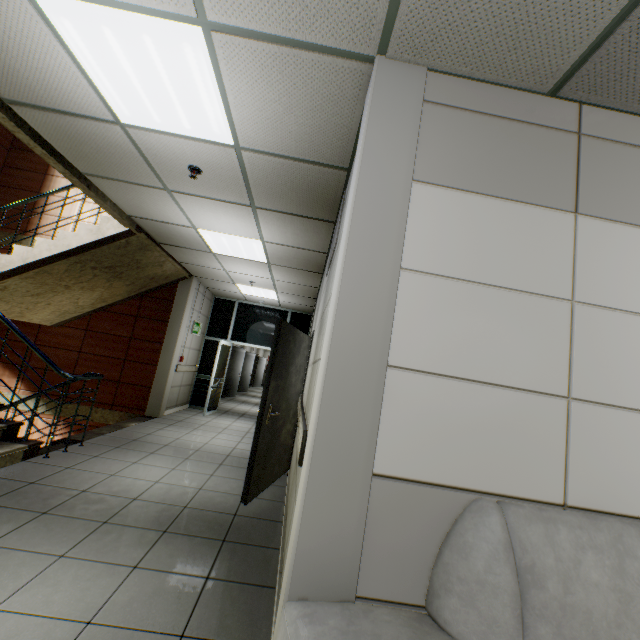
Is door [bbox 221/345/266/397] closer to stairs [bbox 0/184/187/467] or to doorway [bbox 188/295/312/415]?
doorway [bbox 188/295/312/415]

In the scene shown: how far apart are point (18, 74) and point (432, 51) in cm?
294

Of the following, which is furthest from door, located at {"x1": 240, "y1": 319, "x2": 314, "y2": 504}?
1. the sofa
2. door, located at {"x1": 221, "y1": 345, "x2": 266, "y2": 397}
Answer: door, located at {"x1": 221, "y1": 345, "x2": 266, "y2": 397}

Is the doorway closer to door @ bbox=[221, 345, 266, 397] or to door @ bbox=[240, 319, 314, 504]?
door @ bbox=[221, 345, 266, 397]

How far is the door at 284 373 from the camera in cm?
356

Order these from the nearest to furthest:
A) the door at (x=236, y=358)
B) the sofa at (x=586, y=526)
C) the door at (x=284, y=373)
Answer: the sofa at (x=586, y=526) < the door at (x=284, y=373) < the door at (x=236, y=358)

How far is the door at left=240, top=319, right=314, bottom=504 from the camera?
3.6m

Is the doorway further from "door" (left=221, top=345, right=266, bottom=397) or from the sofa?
the sofa
